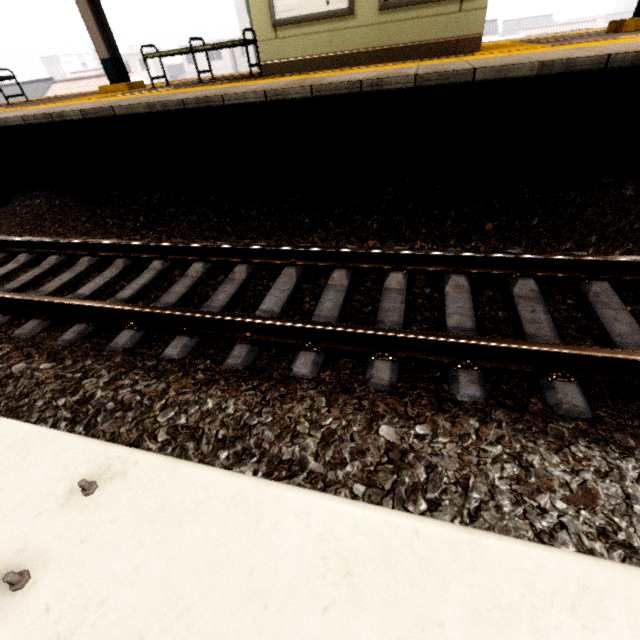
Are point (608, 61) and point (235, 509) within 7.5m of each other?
yes

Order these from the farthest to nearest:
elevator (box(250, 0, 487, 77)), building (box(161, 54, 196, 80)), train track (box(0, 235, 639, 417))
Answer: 1. building (box(161, 54, 196, 80))
2. elevator (box(250, 0, 487, 77))
3. train track (box(0, 235, 639, 417))

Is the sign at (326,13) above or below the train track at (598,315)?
above

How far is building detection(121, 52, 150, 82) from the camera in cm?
4695

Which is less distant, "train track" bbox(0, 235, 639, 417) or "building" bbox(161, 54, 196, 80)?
"train track" bbox(0, 235, 639, 417)

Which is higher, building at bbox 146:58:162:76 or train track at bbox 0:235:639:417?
building at bbox 146:58:162:76

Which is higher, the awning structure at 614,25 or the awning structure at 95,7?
the awning structure at 95,7
